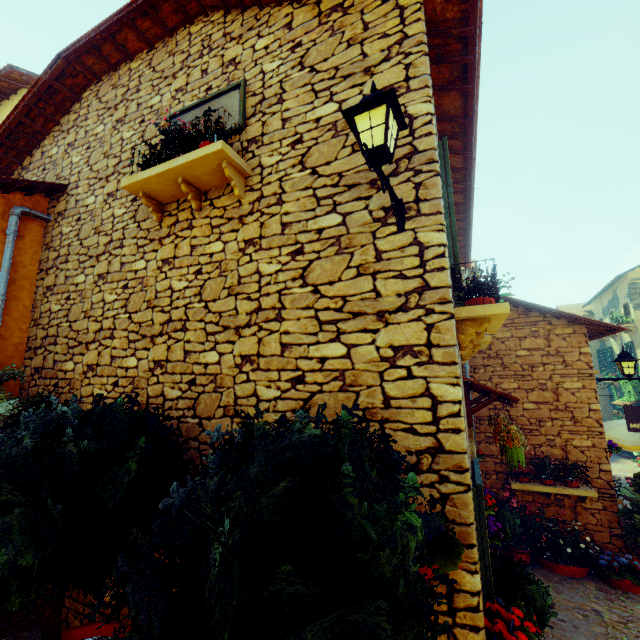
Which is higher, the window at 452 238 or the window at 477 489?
the window at 452 238

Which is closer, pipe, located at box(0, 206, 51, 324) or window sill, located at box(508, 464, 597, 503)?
pipe, located at box(0, 206, 51, 324)

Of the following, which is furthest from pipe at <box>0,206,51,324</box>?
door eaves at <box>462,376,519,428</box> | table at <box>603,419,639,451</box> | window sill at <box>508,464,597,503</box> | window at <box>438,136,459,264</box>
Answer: table at <box>603,419,639,451</box>

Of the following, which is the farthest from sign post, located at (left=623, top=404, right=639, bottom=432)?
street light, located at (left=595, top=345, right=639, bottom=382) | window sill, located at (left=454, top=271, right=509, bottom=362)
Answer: window sill, located at (left=454, top=271, right=509, bottom=362)

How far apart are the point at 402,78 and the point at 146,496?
4.81m

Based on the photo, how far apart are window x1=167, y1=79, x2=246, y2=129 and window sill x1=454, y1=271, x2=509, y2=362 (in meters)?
3.17

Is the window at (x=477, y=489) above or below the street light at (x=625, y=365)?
below

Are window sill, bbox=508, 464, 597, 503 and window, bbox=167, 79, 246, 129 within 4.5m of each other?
no
